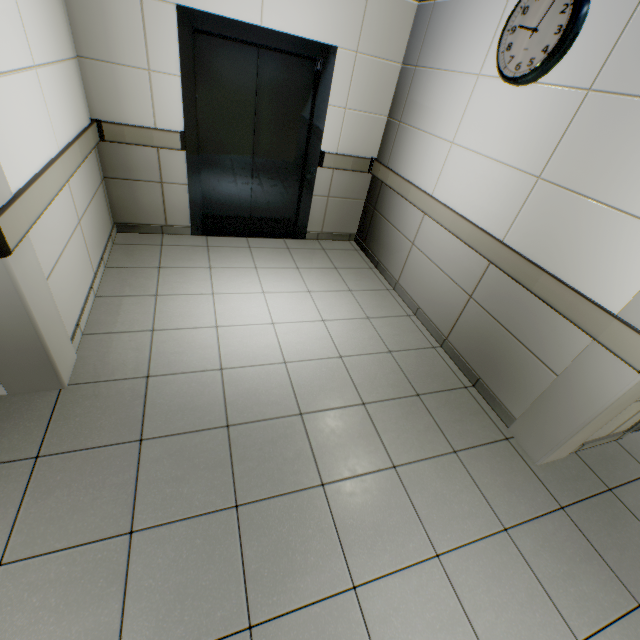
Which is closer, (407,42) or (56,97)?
(56,97)

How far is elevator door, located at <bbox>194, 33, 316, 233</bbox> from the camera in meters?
3.2

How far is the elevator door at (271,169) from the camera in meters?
3.2

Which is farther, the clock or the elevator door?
the elevator door

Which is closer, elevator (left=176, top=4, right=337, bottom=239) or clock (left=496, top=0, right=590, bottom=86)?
clock (left=496, top=0, right=590, bottom=86)

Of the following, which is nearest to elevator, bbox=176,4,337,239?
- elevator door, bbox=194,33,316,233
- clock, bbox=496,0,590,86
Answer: elevator door, bbox=194,33,316,233

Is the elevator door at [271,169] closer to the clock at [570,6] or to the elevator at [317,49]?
the elevator at [317,49]
